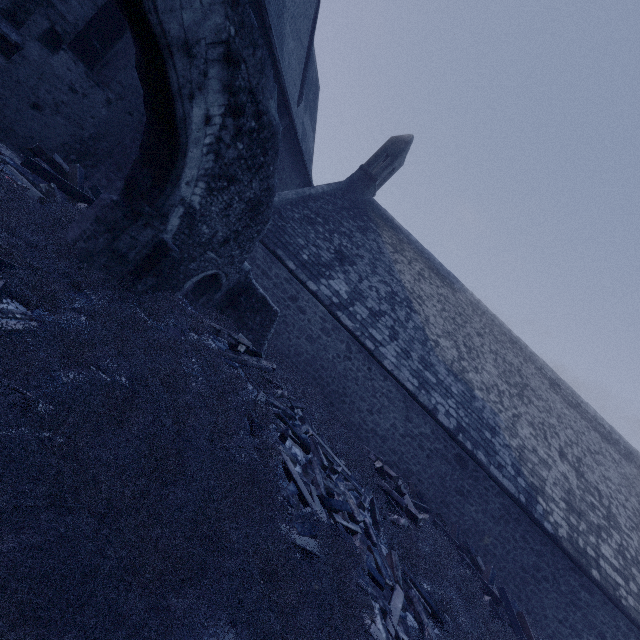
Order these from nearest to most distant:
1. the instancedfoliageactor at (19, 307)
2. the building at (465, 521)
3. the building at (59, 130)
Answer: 1. the instancedfoliageactor at (19, 307)
2. the building at (59, 130)
3. the building at (465, 521)

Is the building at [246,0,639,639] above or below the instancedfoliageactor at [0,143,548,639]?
above

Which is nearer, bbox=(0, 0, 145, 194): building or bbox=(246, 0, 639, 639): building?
bbox=(0, 0, 145, 194): building

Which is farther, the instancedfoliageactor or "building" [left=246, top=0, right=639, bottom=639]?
"building" [left=246, top=0, right=639, bottom=639]

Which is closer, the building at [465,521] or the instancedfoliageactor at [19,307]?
the instancedfoliageactor at [19,307]

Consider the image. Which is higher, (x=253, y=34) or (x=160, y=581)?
(x=253, y=34)

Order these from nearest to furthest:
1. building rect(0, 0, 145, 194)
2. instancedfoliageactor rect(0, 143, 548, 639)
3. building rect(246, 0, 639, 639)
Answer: instancedfoliageactor rect(0, 143, 548, 639) → building rect(0, 0, 145, 194) → building rect(246, 0, 639, 639)
